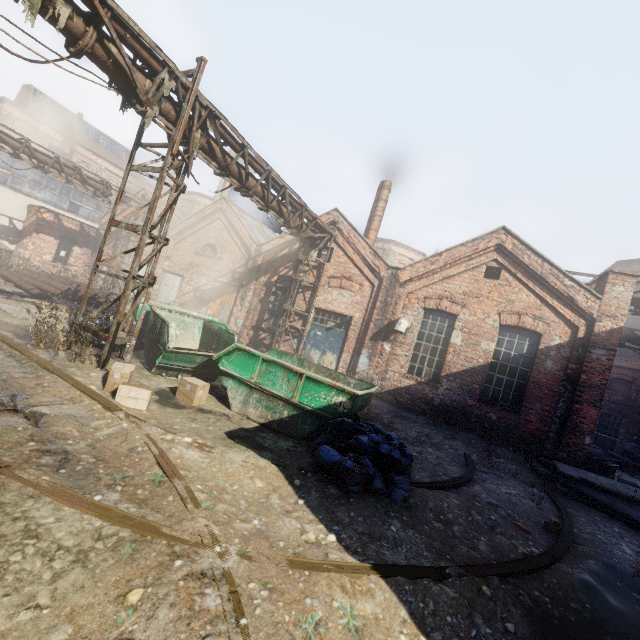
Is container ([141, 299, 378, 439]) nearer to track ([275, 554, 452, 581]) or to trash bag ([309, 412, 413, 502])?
trash bag ([309, 412, 413, 502])

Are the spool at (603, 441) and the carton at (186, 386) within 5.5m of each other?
no

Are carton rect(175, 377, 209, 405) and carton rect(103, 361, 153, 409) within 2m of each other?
yes

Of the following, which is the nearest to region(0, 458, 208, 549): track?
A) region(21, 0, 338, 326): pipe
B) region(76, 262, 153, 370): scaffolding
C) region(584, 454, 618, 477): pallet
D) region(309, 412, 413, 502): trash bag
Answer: region(309, 412, 413, 502): trash bag

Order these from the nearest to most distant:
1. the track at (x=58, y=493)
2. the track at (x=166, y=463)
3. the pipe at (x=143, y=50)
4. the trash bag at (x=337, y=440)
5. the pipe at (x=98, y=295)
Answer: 1. the track at (x=58, y=493)
2. the track at (x=166, y=463)
3. the trash bag at (x=337, y=440)
4. the pipe at (x=143, y=50)
5. the pipe at (x=98, y=295)

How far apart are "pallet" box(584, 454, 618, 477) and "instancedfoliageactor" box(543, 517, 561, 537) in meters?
6.1

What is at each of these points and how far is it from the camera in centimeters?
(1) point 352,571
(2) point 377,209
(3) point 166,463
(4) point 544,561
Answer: (1) track, 314cm
(2) building, 1633cm
(3) track, 404cm
(4) track, 445cm

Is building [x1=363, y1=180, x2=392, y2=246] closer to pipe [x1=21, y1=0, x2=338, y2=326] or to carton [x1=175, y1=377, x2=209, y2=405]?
pipe [x1=21, y1=0, x2=338, y2=326]
